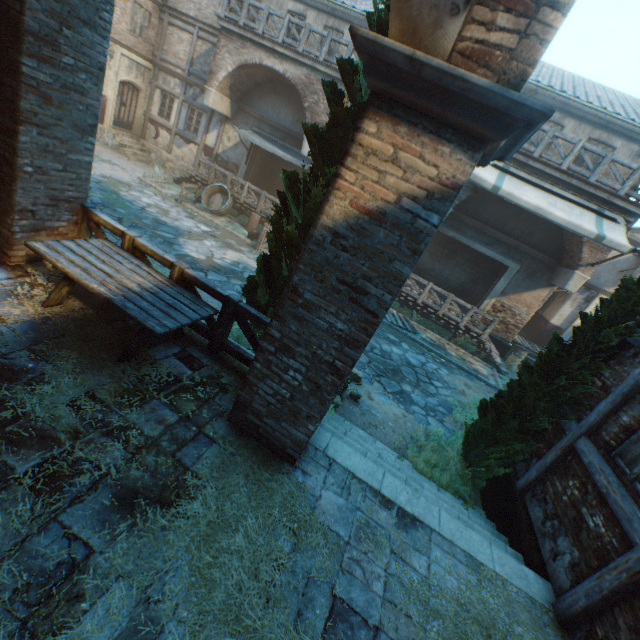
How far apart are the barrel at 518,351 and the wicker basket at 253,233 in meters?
12.4

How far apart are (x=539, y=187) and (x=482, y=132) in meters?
11.7

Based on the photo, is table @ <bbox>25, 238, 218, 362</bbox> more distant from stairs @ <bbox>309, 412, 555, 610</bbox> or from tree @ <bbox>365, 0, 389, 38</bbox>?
stairs @ <bbox>309, 412, 555, 610</bbox>

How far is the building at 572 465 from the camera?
3.8m

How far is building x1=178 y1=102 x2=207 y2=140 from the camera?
17.5 meters

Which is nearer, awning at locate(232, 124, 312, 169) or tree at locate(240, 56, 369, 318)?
tree at locate(240, 56, 369, 318)

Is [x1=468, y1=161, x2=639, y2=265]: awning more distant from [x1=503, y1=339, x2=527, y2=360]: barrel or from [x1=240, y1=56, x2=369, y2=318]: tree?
[x1=240, y1=56, x2=369, y2=318]: tree

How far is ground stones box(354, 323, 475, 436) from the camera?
8.3m
